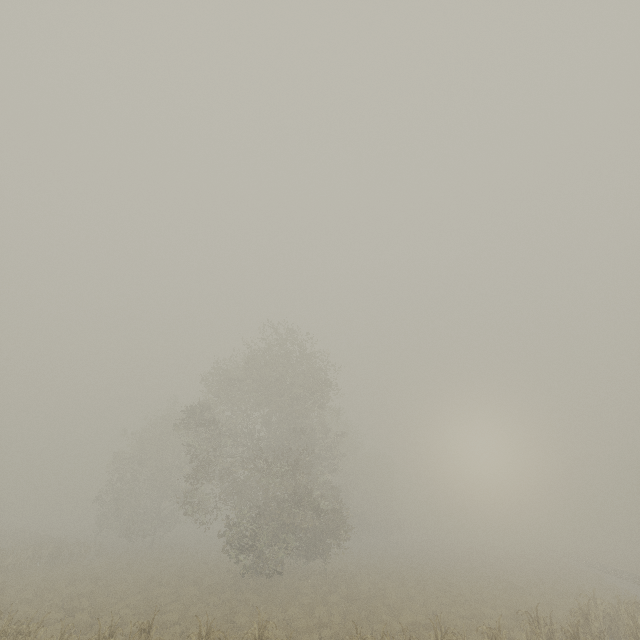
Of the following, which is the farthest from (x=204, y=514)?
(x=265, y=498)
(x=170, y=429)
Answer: (x=170, y=429)

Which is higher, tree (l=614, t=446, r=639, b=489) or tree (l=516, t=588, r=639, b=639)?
tree (l=614, t=446, r=639, b=489)

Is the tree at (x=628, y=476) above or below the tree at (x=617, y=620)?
above

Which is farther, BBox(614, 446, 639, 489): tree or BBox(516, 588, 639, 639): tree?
BBox(614, 446, 639, 489): tree

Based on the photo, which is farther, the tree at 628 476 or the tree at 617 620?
the tree at 628 476
